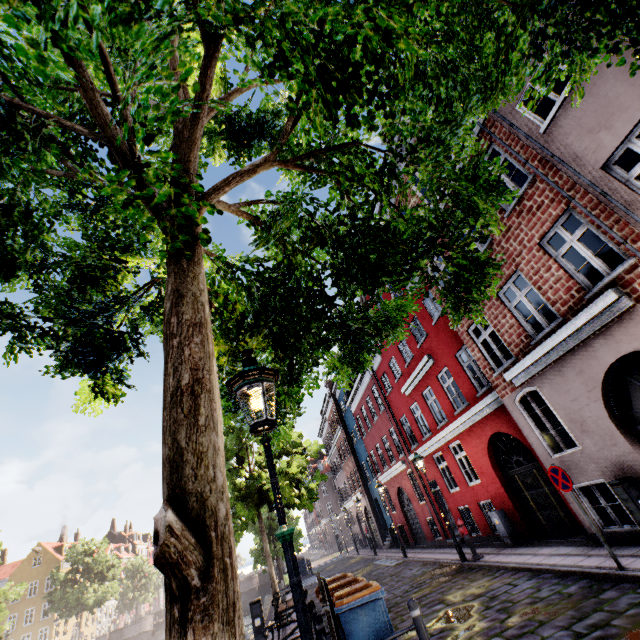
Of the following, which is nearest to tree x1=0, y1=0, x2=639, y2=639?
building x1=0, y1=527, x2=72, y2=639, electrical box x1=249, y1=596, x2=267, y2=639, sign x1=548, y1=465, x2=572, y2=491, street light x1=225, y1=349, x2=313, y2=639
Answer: street light x1=225, y1=349, x2=313, y2=639

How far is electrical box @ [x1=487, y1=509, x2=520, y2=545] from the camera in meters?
11.3 m

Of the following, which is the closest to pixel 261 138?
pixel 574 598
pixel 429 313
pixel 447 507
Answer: pixel 574 598

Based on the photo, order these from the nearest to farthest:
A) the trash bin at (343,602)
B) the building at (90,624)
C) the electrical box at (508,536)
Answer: the trash bin at (343,602) → the electrical box at (508,536) → the building at (90,624)

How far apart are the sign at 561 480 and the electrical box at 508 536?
5.7m

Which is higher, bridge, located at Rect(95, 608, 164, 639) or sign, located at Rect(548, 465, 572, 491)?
sign, located at Rect(548, 465, 572, 491)

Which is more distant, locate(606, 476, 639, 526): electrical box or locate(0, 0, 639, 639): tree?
locate(606, 476, 639, 526): electrical box

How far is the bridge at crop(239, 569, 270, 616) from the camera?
38.12m
